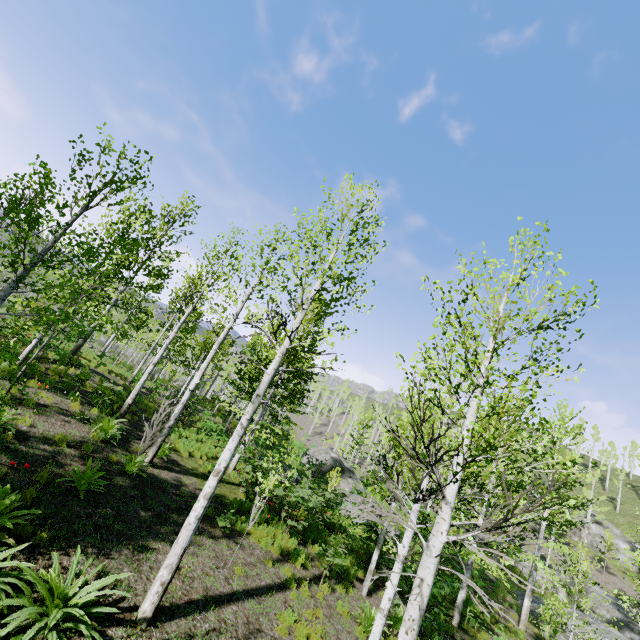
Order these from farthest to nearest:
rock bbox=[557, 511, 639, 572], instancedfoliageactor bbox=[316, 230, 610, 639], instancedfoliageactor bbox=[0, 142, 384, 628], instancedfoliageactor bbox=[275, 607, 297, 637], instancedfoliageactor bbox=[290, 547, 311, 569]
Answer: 1. rock bbox=[557, 511, 639, 572]
2. instancedfoliageactor bbox=[290, 547, 311, 569]
3. instancedfoliageactor bbox=[275, 607, 297, 637]
4. instancedfoliageactor bbox=[0, 142, 384, 628]
5. instancedfoliageactor bbox=[316, 230, 610, 639]

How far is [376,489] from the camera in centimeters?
1131cm

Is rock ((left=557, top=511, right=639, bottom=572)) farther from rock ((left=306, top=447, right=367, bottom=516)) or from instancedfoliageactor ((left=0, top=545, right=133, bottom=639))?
rock ((left=306, top=447, right=367, bottom=516))

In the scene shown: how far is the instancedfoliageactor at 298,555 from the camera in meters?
9.6

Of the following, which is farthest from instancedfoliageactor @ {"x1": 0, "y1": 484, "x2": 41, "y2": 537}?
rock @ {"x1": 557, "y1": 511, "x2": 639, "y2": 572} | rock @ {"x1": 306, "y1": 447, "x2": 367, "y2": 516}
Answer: rock @ {"x1": 306, "y1": 447, "x2": 367, "y2": 516}

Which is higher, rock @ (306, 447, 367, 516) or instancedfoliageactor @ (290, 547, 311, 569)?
rock @ (306, 447, 367, 516)

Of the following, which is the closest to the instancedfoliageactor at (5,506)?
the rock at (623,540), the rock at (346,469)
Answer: the rock at (623,540)
